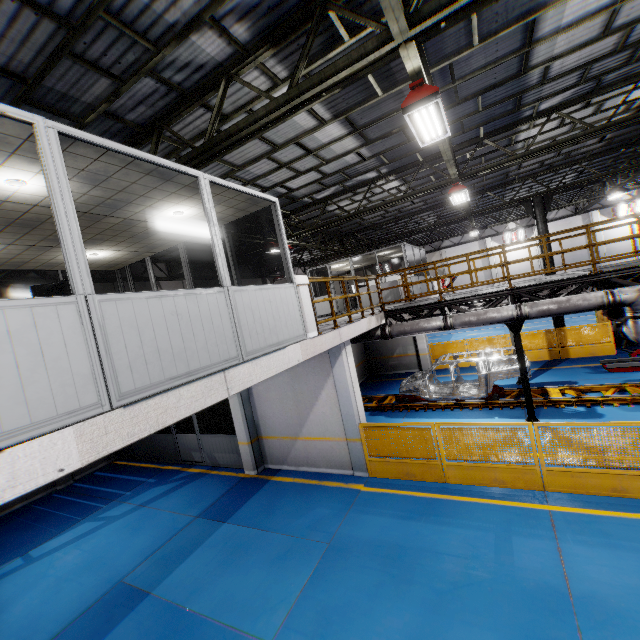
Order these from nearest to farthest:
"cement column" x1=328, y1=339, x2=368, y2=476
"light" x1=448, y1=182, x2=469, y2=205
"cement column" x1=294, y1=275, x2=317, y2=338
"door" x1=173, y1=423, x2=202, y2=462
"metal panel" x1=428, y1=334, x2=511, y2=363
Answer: "cement column" x1=294, y1=275, x2=317, y2=338, "cement column" x1=328, y1=339, x2=368, y2=476, "light" x1=448, y1=182, x2=469, y2=205, "door" x1=173, y1=423, x2=202, y2=462, "metal panel" x1=428, y1=334, x2=511, y2=363

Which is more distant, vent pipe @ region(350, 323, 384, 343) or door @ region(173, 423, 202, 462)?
door @ region(173, 423, 202, 462)

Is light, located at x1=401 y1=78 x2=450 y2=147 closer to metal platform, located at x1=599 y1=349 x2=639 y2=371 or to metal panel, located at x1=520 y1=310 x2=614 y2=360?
metal panel, located at x1=520 y1=310 x2=614 y2=360

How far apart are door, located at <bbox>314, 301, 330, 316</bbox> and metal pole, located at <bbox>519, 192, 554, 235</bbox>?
10.3m

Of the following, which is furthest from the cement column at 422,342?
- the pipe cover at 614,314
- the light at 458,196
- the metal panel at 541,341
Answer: the pipe cover at 614,314

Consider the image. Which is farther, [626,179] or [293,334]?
[626,179]

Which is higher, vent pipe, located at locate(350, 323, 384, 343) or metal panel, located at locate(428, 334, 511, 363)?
vent pipe, located at locate(350, 323, 384, 343)

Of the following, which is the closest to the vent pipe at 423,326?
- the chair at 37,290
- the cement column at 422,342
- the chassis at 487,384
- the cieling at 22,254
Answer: the chassis at 487,384
